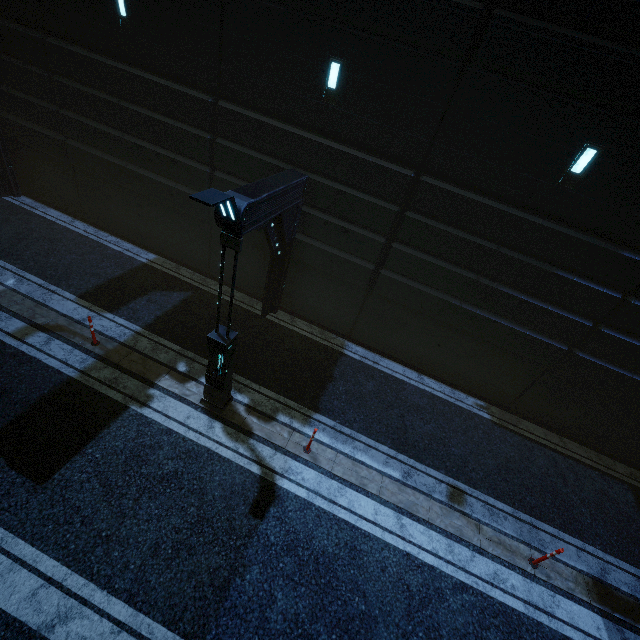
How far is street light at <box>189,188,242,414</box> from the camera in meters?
4.6 m

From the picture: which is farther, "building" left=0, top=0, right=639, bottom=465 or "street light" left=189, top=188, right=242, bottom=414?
"building" left=0, top=0, right=639, bottom=465

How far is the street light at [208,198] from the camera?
4.6 meters

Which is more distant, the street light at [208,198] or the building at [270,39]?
the building at [270,39]

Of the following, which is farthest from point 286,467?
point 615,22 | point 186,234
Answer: point 615,22
